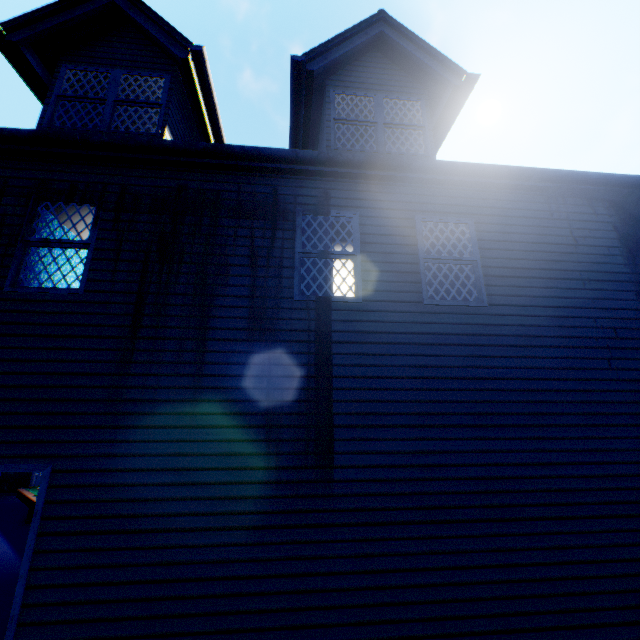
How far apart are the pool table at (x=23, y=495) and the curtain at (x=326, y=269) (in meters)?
7.66

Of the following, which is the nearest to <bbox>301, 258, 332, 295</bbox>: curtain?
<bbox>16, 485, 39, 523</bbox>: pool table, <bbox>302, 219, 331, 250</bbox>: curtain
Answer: <bbox>302, 219, 331, 250</bbox>: curtain

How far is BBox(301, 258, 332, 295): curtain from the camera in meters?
5.3 m

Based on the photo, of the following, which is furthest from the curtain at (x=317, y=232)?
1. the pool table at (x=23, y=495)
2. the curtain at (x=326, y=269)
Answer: the pool table at (x=23, y=495)

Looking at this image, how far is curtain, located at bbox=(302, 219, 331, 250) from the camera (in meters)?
5.51

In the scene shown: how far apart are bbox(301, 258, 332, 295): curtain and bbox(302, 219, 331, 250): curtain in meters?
0.1 m

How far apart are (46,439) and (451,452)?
5.2 meters
